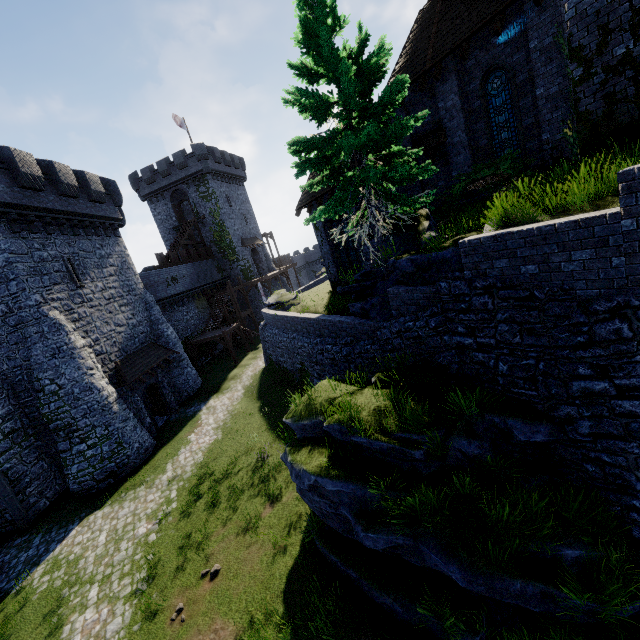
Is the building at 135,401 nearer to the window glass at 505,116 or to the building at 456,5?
the building at 456,5

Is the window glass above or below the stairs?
above

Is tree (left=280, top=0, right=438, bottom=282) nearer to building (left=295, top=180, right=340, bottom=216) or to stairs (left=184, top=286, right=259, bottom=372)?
building (left=295, top=180, right=340, bottom=216)

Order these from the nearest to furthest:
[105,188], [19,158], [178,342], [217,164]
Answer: [19,158] → [105,188] → [178,342] → [217,164]

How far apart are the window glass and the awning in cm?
2148

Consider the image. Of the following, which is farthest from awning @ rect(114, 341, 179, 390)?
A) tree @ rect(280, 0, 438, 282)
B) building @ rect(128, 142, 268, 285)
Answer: building @ rect(128, 142, 268, 285)

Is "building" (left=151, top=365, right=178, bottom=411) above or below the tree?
below

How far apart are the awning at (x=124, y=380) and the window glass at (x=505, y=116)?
21.5 meters
